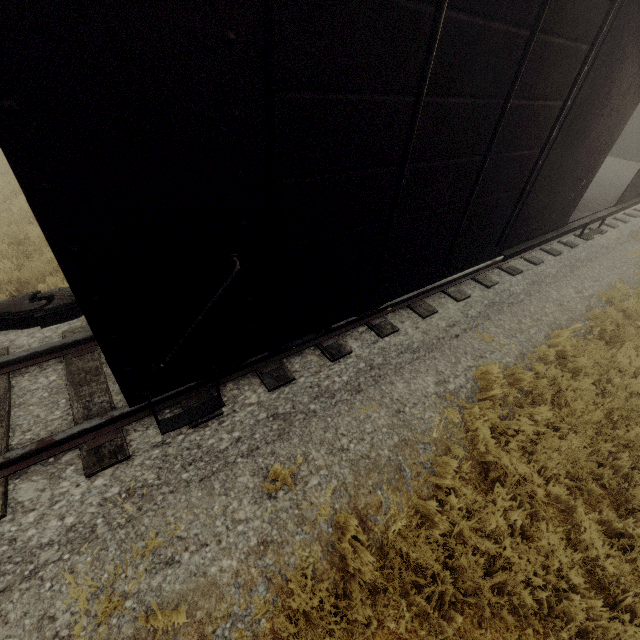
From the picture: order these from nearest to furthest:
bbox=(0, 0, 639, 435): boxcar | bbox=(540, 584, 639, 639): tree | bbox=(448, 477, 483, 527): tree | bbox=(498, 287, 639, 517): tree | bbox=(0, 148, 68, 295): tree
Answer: bbox=(0, 0, 639, 435): boxcar
bbox=(540, 584, 639, 639): tree
bbox=(448, 477, 483, 527): tree
bbox=(498, 287, 639, 517): tree
bbox=(0, 148, 68, 295): tree

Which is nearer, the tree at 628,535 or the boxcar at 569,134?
the boxcar at 569,134

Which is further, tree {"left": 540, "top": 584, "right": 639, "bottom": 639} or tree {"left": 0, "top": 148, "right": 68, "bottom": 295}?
tree {"left": 0, "top": 148, "right": 68, "bottom": 295}

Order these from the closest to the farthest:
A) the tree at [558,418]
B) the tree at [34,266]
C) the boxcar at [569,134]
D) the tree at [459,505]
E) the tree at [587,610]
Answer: the boxcar at [569,134]
the tree at [587,610]
the tree at [459,505]
the tree at [558,418]
the tree at [34,266]

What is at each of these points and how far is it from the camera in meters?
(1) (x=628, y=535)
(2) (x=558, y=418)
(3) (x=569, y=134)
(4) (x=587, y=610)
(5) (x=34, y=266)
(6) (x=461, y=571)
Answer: (1) tree, 3.8
(2) tree, 4.7
(3) boxcar, 4.3
(4) tree, 3.2
(5) tree, 6.2
(6) tree, 3.3

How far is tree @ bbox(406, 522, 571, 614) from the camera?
3.1 meters

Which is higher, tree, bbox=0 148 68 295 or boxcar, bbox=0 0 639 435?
boxcar, bbox=0 0 639 435
